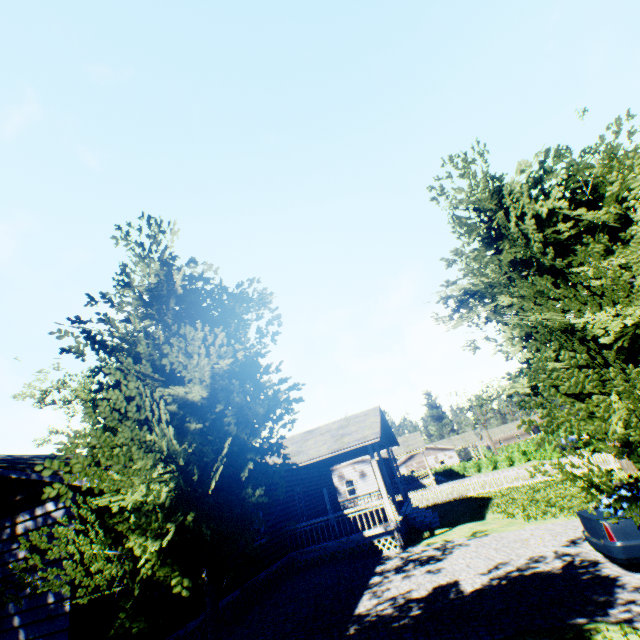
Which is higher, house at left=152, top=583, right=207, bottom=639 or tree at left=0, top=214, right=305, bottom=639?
tree at left=0, top=214, right=305, bottom=639

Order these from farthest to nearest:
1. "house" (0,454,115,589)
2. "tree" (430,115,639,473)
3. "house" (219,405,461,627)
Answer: "house" (219,405,461,627) → "house" (0,454,115,589) → "tree" (430,115,639,473)

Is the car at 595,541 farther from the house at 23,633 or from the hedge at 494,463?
the hedge at 494,463

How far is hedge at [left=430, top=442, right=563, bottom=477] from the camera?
40.6 meters

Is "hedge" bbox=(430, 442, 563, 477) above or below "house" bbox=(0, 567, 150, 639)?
below

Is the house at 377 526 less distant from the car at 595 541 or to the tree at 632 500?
the tree at 632 500

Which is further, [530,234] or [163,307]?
[163,307]

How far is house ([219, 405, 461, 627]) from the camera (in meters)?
13.09
